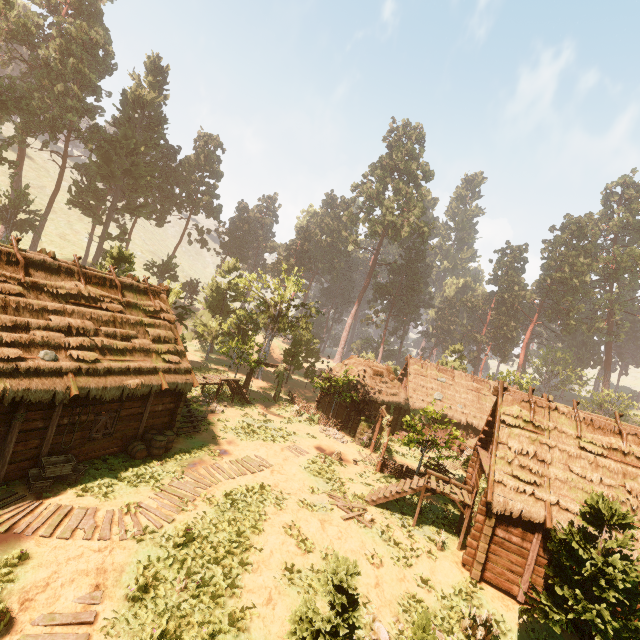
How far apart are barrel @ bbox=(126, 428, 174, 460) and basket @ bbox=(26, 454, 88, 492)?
1.90m

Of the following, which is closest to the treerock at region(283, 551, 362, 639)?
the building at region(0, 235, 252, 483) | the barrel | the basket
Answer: the building at region(0, 235, 252, 483)

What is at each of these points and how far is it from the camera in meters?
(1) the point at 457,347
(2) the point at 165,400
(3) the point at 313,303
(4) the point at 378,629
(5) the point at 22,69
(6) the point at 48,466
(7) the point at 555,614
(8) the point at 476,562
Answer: (1) treerock, 50.3 m
(2) building, 16.5 m
(3) treerock, 40.6 m
(4) rock, 10.1 m
(5) treerock, 43.7 m
(6) basket, 11.3 m
(7) treerock, 10.3 m
(8) building, 13.3 m

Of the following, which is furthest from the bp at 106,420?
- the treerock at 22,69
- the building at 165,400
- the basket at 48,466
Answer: the treerock at 22,69

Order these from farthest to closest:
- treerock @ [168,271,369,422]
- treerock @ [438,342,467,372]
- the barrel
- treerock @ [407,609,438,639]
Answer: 1. treerock @ [438,342,467,372]
2. treerock @ [168,271,369,422]
3. the barrel
4. treerock @ [407,609,438,639]

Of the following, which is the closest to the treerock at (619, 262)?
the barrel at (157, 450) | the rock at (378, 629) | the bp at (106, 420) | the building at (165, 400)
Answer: the building at (165, 400)

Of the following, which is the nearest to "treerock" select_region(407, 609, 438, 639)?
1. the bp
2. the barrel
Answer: the bp

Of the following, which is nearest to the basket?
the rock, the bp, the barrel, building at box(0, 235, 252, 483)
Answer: building at box(0, 235, 252, 483)
